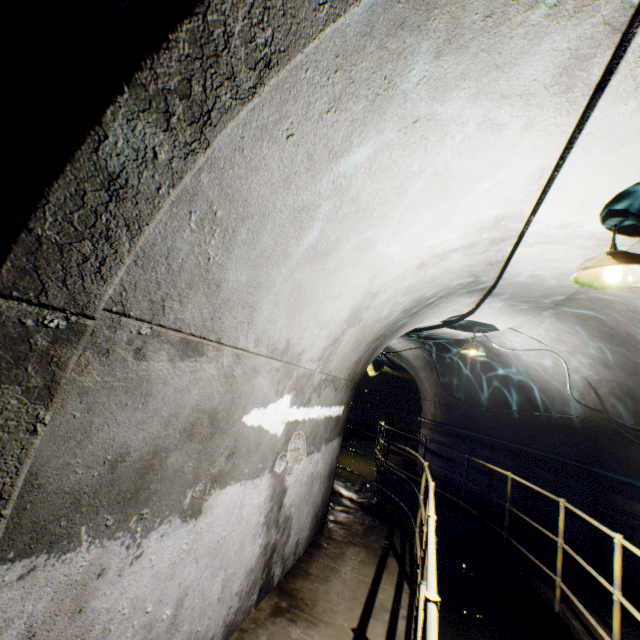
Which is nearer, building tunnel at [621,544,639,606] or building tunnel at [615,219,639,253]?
building tunnel at [615,219,639,253]

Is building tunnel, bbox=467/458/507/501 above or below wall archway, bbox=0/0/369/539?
below

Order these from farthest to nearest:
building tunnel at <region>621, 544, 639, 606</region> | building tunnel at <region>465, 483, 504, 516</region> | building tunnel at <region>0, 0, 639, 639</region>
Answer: building tunnel at <region>465, 483, 504, 516</region>, building tunnel at <region>621, 544, 639, 606</region>, building tunnel at <region>0, 0, 639, 639</region>

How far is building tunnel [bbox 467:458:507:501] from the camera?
7.47m

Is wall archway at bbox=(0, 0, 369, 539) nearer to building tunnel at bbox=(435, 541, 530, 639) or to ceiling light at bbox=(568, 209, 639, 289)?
building tunnel at bbox=(435, 541, 530, 639)

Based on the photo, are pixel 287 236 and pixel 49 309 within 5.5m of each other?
yes

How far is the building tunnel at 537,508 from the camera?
6.2 meters
